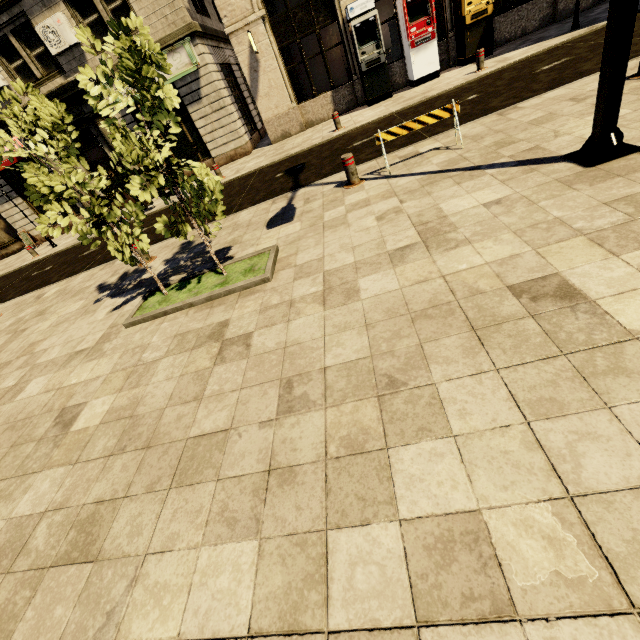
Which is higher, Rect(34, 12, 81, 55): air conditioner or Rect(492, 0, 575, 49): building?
Rect(34, 12, 81, 55): air conditioner

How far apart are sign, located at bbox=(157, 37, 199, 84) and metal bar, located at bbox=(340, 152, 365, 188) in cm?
1148

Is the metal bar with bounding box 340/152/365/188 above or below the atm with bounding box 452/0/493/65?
below

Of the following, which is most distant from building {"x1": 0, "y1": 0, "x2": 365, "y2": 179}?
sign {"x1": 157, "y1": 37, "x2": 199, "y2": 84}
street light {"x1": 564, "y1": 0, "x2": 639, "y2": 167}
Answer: street light {"x1": 564, "y1": 0, "x2": 639, "y2": 167}

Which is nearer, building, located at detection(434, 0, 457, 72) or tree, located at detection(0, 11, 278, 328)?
tree, located at detection(0, 11, 278, 328)

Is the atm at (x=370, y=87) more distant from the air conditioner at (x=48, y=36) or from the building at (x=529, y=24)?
the air conditioner at (x=48, y=36)

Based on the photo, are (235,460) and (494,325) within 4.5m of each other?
yes

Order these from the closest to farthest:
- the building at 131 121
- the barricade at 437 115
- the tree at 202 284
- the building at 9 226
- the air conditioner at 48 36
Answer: the tree at 202 284 < the barricade at 437 115 < the air conditioner at 48 36 < the building at 131 121 < the building at 9 226
